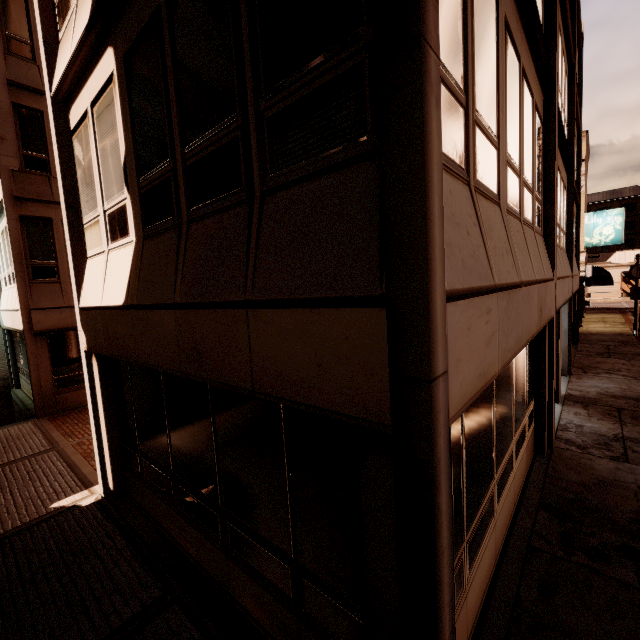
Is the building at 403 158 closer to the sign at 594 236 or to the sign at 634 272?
the sign at 594 236

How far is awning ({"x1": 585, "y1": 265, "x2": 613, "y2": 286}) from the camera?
21.9m

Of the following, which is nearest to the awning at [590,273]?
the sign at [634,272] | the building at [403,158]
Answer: the building at [403,158]

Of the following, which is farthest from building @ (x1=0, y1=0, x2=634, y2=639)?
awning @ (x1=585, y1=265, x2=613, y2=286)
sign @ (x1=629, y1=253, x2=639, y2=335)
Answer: sign @ (x1=629, y1=253, x2=639, y2=335)

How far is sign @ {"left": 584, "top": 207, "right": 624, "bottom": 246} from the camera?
21.3m

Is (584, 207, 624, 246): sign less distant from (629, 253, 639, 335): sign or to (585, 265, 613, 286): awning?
(585, 265, 613, 286): awning

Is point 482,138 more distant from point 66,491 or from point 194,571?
point 66,491

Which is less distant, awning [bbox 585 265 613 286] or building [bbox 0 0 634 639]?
building [bbox 0 0 634 639]
